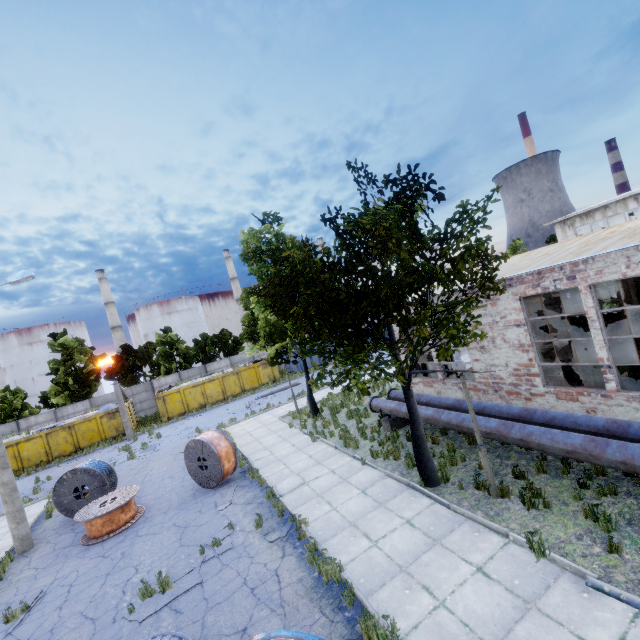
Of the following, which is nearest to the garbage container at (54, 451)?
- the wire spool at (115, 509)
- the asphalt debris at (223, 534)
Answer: the wire spool at (115, 509)

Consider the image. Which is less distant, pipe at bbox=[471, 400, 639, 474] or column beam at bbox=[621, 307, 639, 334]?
pipe at bbox=[471, 400, 639, 474]

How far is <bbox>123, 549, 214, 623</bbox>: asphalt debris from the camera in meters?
7.2

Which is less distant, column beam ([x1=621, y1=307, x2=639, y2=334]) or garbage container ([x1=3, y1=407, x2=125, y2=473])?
column beam ([x1=621, y1=307, x2=639, y2=334])

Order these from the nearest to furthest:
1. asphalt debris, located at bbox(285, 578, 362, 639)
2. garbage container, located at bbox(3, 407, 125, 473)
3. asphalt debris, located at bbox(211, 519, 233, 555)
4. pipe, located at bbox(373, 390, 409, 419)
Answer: asphalt debris, located at bbox(285, 578, 362, 639) < asphalt debris, located at bbox(211, 519, 233, 555) < pipe, located at bbox(373, 390, 409, 419) < garbage container, located at bbox(3, 407, 125, 473)

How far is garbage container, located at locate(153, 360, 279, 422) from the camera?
29.47m

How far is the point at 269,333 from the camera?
17.23m

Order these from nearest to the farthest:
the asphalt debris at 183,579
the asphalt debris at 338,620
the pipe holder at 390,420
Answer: the asphalt debris at 338,620
the asphalt debris at 183,579
the pipe holder at 390,420
